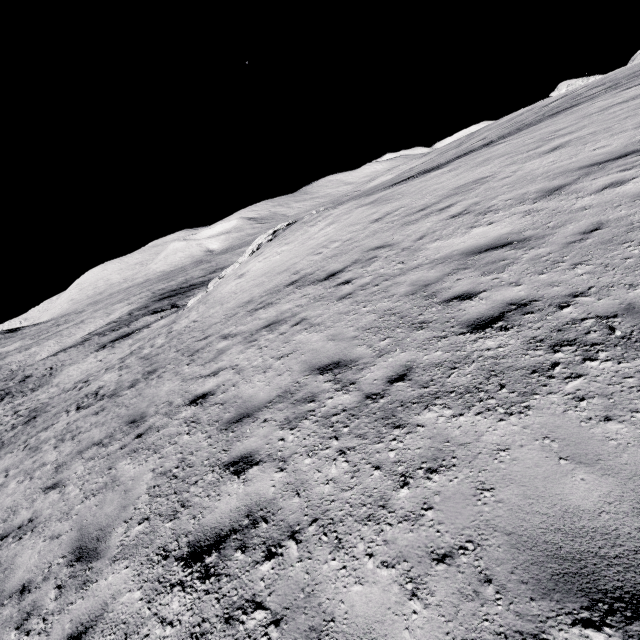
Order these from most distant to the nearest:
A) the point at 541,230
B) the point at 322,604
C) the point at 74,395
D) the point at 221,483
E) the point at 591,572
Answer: the point at 74,395 → the point at 541,230 → the point at 221,483 → the point at 322,604 → the point at 591,572
